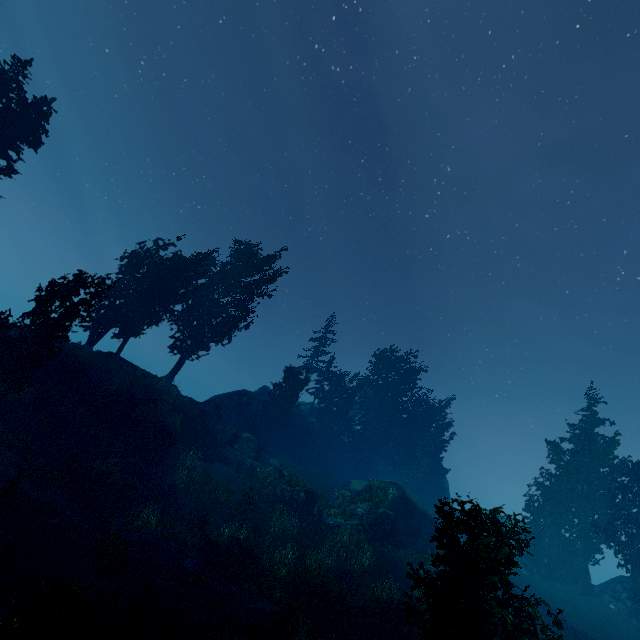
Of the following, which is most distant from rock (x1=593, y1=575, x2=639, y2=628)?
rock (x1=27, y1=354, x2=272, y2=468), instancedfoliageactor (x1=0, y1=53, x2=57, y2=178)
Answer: rock (x1=27, y1=354, x2=272, y2=468)

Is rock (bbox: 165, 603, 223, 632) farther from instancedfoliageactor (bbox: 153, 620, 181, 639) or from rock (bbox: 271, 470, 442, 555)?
rock (bbox: 271, 470, 442, 555)

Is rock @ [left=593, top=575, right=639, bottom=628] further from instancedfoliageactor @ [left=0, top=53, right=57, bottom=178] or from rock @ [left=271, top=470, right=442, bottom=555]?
rock @ [left=271, top=470, right=442, bottom=555]

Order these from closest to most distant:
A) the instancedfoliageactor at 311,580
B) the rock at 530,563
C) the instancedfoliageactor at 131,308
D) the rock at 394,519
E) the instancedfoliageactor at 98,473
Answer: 1. the instancedfoliageactor at 311,580
2. the instancedfoliageactor at 98,473
3. the instancedfoliageactor at 131,308
4. the rock at 394,519
5. the rock at 530,563

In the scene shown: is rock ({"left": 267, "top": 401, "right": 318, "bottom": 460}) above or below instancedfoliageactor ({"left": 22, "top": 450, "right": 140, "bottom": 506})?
above

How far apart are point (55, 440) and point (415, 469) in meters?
39.6

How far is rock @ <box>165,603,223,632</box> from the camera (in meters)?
10.88

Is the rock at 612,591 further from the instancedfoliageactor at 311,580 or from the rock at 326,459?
the rock at 326,459
